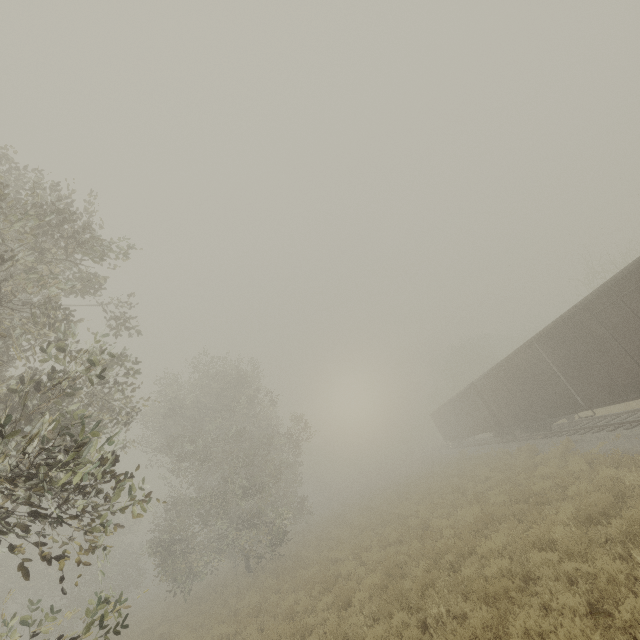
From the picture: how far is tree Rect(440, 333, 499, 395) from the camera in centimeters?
4847cm

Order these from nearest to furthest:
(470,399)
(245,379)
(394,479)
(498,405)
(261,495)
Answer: (261,495) → (498,405) → (245,379) → (470,399) → (394,479)

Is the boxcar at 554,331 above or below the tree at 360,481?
above

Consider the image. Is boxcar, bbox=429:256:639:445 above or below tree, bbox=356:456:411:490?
above

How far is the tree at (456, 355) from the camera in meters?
48.5

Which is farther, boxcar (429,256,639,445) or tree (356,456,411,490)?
tree (356,456,411,490)

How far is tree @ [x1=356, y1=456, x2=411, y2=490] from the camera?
49.72m

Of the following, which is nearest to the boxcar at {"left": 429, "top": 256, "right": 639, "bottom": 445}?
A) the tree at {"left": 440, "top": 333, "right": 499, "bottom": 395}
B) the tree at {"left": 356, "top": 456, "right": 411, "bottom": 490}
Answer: the tree at {"left": 440, "top": 333, "right": 499, "bottom": 395}
